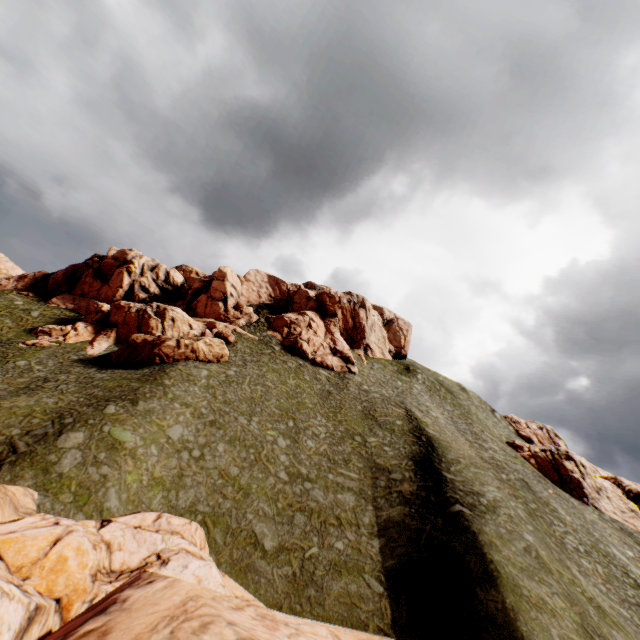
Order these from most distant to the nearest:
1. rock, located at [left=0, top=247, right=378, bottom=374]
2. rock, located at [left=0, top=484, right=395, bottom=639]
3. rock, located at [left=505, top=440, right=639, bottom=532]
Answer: rock, located at [left=505, top=440, right=639, bottom=532], rock, located at [left=0, top=247, right=378, bottom=374], rock, located at [left=0, top=484, right=395, bottom=639]

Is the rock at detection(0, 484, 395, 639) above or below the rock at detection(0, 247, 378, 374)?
below

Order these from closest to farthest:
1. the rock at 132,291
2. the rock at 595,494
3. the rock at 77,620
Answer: the rock at 77,620
the rock at 132,291
the rock at 595,494

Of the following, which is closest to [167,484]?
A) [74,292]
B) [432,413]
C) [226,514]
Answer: [226,514]

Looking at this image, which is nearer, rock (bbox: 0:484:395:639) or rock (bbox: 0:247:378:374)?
rock (bbox: 0:484:395:639)

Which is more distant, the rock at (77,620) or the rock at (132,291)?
the rock at (132,291)

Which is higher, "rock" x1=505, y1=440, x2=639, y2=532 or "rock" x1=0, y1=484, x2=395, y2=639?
"rock" x1=505, y1=440, x2=639, y2=532

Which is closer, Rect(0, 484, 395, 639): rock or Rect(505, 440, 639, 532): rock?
Rect(0, 484, 395, 639): rock
